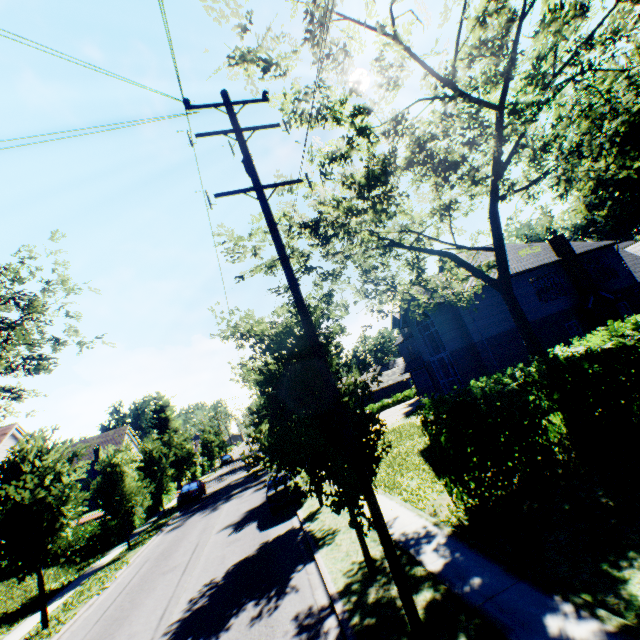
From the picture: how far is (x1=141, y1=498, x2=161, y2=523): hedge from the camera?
27.5m

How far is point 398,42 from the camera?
7.2 meters

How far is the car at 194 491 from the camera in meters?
28.3

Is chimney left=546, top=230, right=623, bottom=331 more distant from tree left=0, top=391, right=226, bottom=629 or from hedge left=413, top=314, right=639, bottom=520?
tree left=0, top=391, right=226, bottom=629

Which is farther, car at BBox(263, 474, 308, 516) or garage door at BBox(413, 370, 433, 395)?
garage door at BBox(413, 370, 433, 395)

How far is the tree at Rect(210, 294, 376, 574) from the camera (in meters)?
7.38

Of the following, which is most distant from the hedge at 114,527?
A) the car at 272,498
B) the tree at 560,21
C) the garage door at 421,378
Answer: the garage door at 421,378

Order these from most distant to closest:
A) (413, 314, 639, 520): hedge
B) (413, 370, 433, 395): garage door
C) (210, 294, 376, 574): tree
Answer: (413, 370, 433, 395): garage door, (413, 314, 639, 520): hedge, (210, 294, 376, 574): tree
